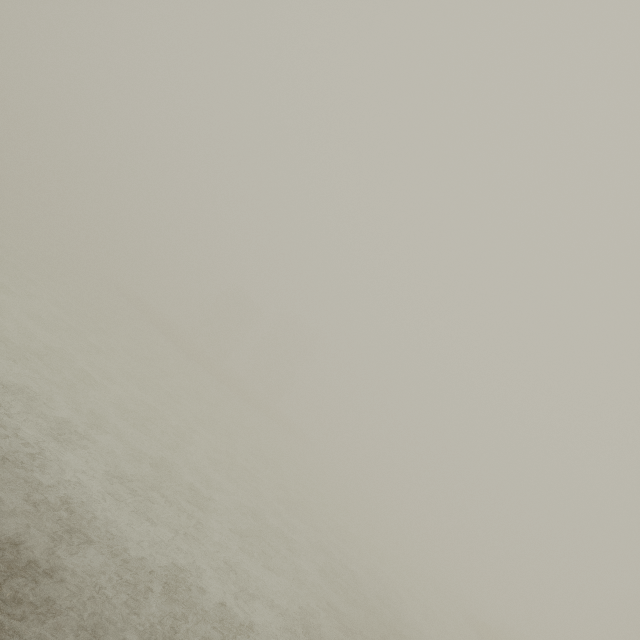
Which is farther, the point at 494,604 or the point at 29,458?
the point at 494,604
